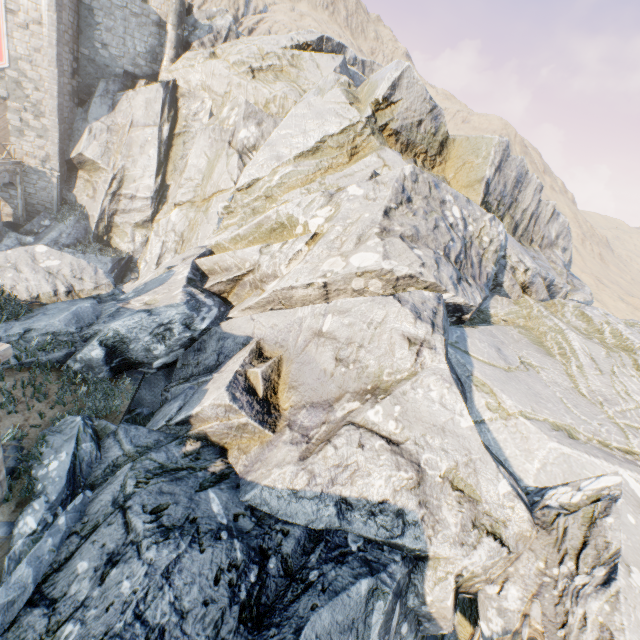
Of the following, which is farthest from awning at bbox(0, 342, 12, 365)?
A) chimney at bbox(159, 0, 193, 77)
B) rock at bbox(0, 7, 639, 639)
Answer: chimney at bbox(159, 0, 193, 77)

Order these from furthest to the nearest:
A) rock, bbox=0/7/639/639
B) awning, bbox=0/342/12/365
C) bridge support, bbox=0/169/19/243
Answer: bridge support, bbox=0/169/19/243, awning, bbox=0/342/12/365, rock, bbox=0/7/639/639

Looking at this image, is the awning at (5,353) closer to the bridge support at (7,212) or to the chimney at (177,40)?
the bridge support at (7,212)

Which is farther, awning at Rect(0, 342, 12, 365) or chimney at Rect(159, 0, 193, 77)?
chimney at Rect(159, 0, 193, 77)

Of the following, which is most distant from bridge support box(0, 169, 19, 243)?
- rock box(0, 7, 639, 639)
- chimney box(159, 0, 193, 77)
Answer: chimney box(159, 0, 193, 77)

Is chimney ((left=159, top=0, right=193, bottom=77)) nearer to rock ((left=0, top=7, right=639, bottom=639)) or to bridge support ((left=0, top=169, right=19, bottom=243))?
rock ((left=0, top=7, right=639, bottom=639))

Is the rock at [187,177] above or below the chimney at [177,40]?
below

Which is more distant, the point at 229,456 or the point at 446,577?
the point at 229,456
